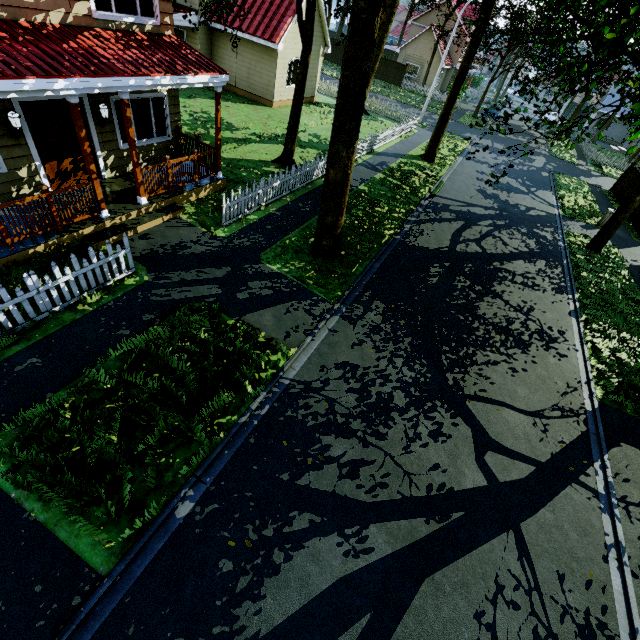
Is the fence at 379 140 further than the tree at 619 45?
Yes

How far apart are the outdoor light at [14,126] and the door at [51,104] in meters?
0.2

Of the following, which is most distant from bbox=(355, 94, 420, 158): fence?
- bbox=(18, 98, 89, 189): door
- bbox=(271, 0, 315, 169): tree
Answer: bbox=(18, 98, 89, 189): door

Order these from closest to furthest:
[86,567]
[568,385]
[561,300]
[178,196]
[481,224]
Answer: [86,567], [568,385], [178,196], [561,300], [481,224]

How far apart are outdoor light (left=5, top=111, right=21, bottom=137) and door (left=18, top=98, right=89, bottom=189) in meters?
0.2 m

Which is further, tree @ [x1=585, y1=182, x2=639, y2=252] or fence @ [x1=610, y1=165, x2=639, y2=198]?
fence @ [x1=610, y1=165, x2=639, y2=198]

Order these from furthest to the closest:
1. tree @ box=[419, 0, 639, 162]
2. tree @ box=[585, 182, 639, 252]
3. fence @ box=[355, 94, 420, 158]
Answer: fence @ box=[355, 94, 420, 158] → tree @ box=[585, 182, 639, 252] → tree @ box=[419, 0, 639, 162]

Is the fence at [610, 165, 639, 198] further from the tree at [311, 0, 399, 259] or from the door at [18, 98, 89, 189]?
the door at [18, 98, 89, 189]
